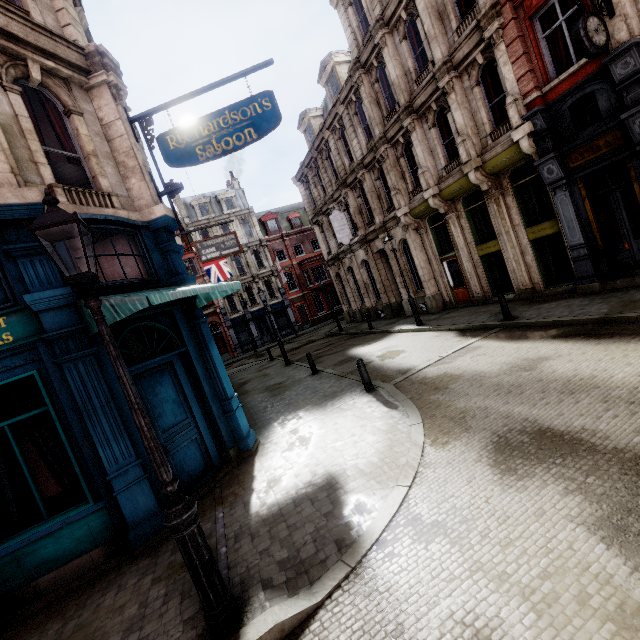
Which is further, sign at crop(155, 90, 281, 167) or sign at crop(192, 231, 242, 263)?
sign at crop(192, 231, 242, 263)

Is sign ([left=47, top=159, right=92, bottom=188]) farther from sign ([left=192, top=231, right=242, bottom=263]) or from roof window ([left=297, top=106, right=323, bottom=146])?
roof window ([left=297, top=106, right=323, bottom=146])

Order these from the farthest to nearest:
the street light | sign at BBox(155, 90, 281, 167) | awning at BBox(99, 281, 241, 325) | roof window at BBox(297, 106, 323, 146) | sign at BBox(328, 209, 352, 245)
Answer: roof window at BBox(297, 106, 323, 146) < sign at BBox(328, 209, 352, 245) < sign at BBox(155, 90, 281, 167) < awning at BBox(99, 281, 241, 325) < the street light

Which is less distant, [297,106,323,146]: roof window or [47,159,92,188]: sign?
[47,159,92,188]: sign

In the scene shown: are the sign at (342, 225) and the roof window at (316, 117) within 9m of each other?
yes

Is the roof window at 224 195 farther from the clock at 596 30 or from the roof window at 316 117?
the clock at 596 30

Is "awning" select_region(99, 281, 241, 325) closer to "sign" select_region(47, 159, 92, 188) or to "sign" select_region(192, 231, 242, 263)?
"sign" select_region(192, 231, 242, 263)

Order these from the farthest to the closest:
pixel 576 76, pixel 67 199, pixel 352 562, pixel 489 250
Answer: pixel 489 250
pixel 576 76
pixel 67 199
pixel 352 562
